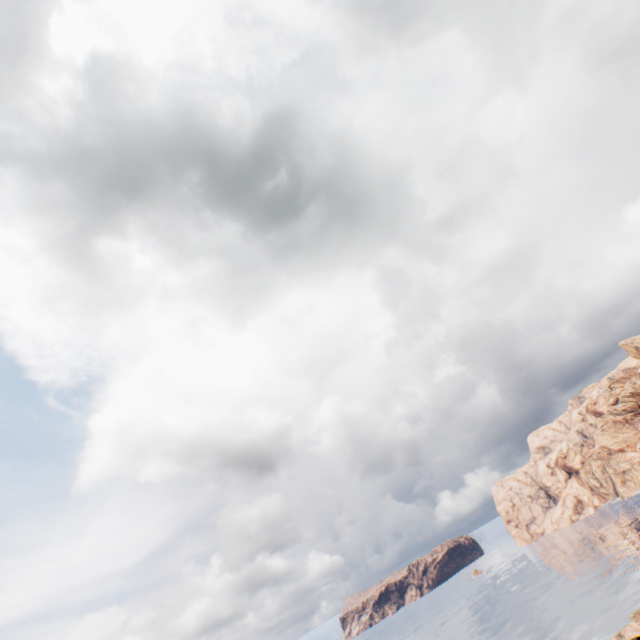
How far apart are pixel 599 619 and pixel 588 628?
2.9m
